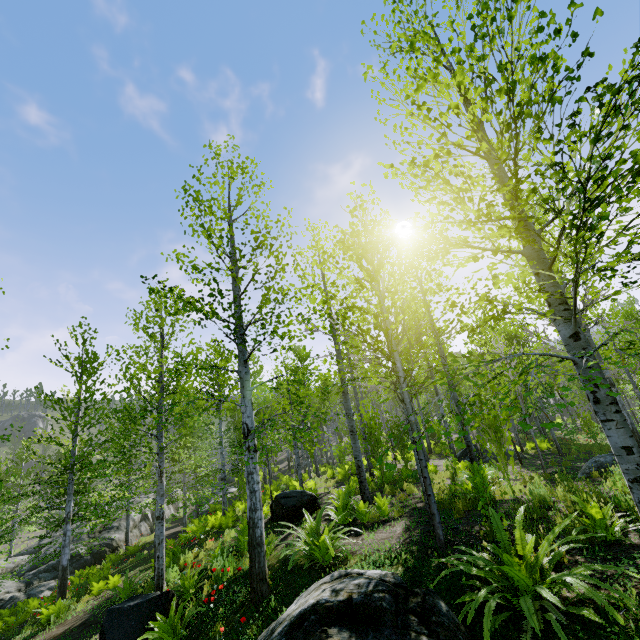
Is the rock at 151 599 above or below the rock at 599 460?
below

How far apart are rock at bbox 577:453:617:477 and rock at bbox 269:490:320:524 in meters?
7.6 m

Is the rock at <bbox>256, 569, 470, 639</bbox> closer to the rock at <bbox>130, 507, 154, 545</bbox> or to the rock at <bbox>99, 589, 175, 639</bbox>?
the rock at <bbox>99, 589, 175, 639</bbox>

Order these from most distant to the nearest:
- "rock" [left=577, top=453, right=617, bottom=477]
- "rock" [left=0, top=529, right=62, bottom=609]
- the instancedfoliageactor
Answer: "rock" [left=0, top=529, right=62, bottom=609], "rock" [left=577, top=453, right=617, bottom=477], the instancedfoliageactor

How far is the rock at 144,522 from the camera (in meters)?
23.18

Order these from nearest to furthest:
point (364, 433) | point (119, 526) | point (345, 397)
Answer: point (345, 397) < point (364, 433) < point (119, 526)

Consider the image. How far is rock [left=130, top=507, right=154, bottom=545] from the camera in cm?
2318
